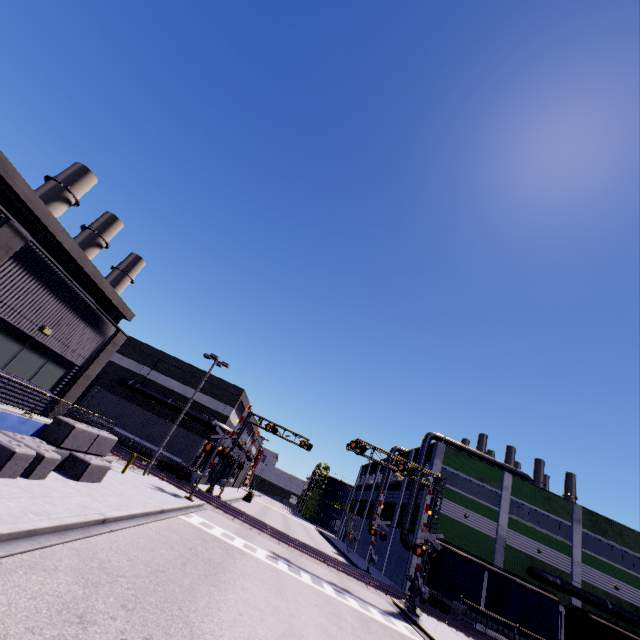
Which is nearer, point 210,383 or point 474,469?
point 474,469

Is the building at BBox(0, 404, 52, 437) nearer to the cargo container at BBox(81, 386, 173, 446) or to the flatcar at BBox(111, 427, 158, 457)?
the cargo container at BBox(81, 386, 173, 446)

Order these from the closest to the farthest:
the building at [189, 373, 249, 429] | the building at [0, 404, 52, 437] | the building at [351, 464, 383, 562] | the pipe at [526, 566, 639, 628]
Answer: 1. the building at [0, 404, 52, 437]
2. the pipe at [526, 566, 639, 628]
3. the building at [189, 373, 249, 429]
4. the building at [351, 464, 383, 562]

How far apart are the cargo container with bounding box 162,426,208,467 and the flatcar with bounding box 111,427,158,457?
0.0 meters

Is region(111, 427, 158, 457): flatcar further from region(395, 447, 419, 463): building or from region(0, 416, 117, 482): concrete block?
region(0, 416, 117, 482): concrete block

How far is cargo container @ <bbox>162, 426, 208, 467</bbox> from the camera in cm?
3000

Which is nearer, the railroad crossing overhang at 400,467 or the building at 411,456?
the railroad crossing overhang at 400,467

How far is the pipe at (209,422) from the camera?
34.59m
